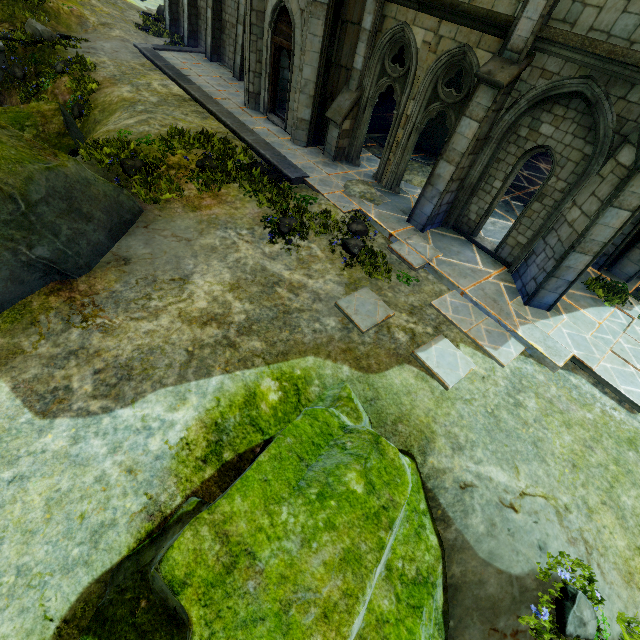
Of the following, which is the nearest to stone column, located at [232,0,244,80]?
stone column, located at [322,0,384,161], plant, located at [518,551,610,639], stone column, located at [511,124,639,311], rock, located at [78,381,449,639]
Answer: stone column, located at [322,0,384,161]

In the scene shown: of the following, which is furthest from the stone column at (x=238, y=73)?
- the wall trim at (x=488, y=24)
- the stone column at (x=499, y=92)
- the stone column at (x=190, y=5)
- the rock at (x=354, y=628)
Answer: the rock at (x=354, y=628)

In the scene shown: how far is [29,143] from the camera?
6.5m

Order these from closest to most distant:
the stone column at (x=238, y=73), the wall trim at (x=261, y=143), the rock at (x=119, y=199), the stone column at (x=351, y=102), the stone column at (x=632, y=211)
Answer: the rock at (x=119, y=199) < the stone column at (x=632, y=211) < the stone column at (x=351, y=102) < the wall trim at (x=261, y=143) < the stone column at (x=238, y=73)

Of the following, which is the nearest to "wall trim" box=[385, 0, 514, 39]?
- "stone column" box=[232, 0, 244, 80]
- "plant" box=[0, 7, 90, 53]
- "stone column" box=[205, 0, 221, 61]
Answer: "stone column" box=[232, 0, 244, 80]

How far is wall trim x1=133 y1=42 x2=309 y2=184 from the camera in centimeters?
1103cm

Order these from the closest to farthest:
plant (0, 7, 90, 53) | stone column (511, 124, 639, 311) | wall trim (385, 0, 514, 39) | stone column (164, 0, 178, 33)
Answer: stone column (511, 124, 639, 311) < wall trim (385, 0, 514, 39) < plant (0, 7, 90, 53) < stone column (164, 0, 178, 33)

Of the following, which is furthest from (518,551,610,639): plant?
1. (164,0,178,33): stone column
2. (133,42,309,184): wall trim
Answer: (164,0,178,33): stone column
